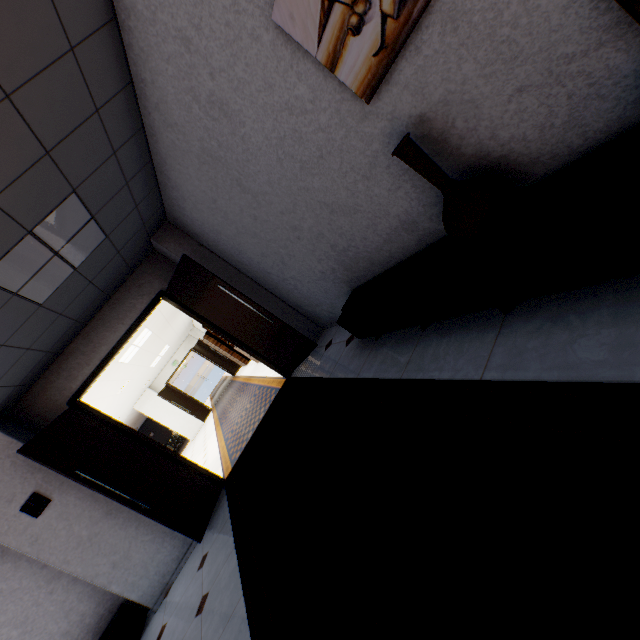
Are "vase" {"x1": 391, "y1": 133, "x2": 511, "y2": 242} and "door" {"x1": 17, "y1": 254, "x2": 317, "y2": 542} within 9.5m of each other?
yes

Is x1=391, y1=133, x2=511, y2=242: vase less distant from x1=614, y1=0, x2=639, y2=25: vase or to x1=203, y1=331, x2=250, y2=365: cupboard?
x1=614, y1=0, x2=639, y2=25: vase

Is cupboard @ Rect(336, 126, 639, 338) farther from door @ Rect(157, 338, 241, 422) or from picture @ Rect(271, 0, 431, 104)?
door @ Rect(157, 338, 241, 422)

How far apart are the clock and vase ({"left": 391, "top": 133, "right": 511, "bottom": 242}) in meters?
5.3 m

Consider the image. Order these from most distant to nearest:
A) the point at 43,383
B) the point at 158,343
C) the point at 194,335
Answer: the point at 194,335 → the point at 158,343 → the point at 43,383

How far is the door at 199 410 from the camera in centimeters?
1475cm

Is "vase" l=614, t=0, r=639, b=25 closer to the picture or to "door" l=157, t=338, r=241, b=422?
the picture

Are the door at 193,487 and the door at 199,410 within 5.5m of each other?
no
